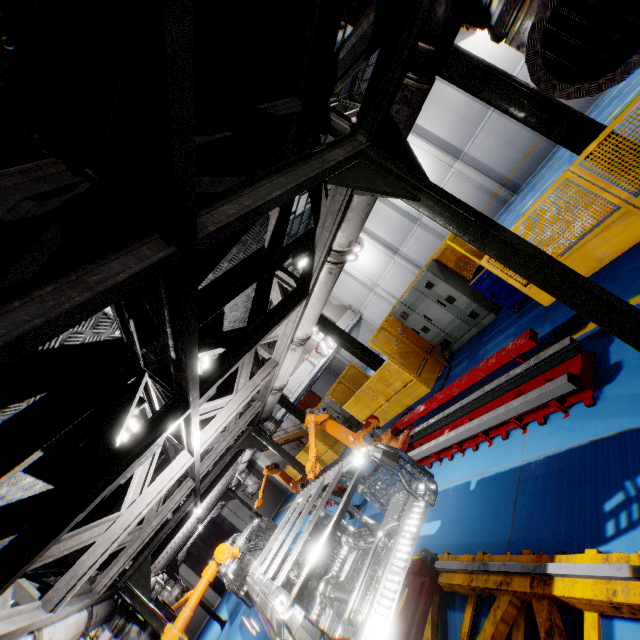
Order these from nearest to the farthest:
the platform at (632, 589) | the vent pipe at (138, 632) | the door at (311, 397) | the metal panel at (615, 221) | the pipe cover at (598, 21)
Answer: the pipe cover at (598, 21)
the platform at (632, 589)
the metal panel at (615, 221)
the vent pipe at (138, 632)
the door at (311, 397)

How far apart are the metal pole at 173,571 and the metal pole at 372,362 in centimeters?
1233cm

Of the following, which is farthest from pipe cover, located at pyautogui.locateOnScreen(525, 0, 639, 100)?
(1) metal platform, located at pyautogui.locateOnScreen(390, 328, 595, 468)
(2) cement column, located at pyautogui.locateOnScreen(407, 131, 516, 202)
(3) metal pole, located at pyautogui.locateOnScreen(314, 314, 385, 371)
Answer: (2) cement column, located at pyautogui.locateOnScreen(407, 131, 516, 202)

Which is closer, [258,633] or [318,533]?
[318,533]

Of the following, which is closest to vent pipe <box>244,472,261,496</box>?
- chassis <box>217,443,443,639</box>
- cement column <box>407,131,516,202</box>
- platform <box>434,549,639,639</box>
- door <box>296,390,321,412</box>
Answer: chassis <box>217,443,443,639</box>

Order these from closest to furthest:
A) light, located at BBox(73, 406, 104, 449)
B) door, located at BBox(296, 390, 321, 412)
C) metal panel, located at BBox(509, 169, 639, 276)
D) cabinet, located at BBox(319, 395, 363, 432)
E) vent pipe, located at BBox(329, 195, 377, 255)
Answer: light, located at BBox(73, 406, 104, 449)
vent pipe, located at BBox(329, 195, 377, 255)
metal panel, located at BBox(509, 169, 639, 276)
cabinet, located at BBox(319, 395, 363, 432)
door, located at BBox(296, 390, 321, 412)

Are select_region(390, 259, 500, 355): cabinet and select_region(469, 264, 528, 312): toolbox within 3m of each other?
yes

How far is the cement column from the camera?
19.4 meters
